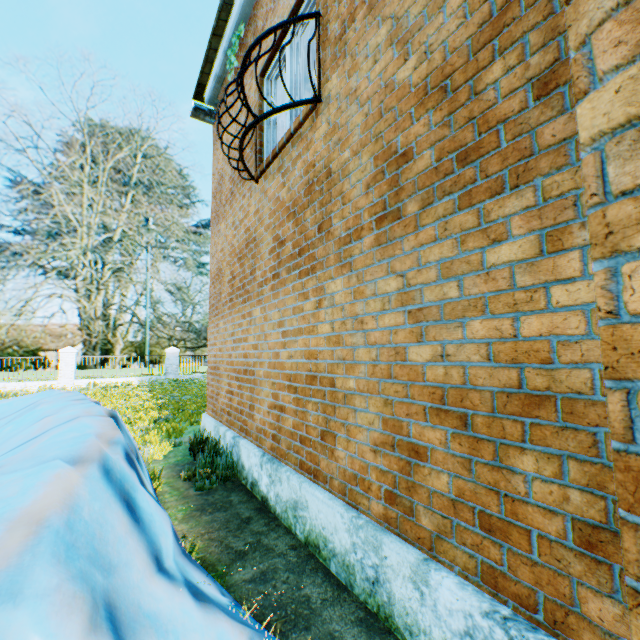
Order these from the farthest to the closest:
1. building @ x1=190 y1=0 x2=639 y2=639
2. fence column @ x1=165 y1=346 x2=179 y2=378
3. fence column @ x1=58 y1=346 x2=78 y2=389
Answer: fence column @ x1=165 y1=346 x2=179 y2=378, fence column @ x1=58 y1=346 x2=78 y2=389, building @ x1=190 y1=0 x2=639 y2=639

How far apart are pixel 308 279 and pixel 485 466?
2.5m

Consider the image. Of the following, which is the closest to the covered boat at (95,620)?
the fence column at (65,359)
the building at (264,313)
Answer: the building at (264,313)

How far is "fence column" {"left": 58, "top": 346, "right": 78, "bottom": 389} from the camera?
18.3 meters

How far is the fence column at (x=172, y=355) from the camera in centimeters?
2128cm

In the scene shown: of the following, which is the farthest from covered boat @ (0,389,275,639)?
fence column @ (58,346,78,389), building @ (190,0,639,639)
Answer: fence column @ (58,346,78,389)

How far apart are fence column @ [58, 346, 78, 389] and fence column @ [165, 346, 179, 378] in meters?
4.7 m

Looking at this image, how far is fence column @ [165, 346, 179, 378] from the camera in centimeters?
2128cm
